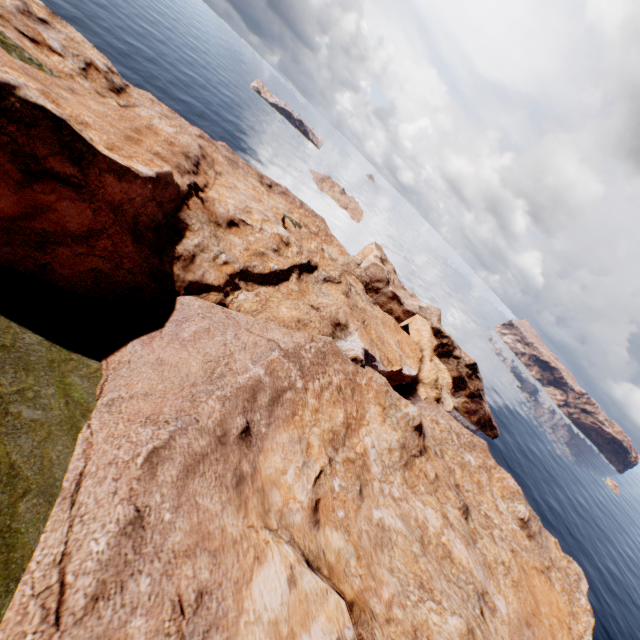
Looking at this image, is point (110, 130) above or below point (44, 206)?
above
